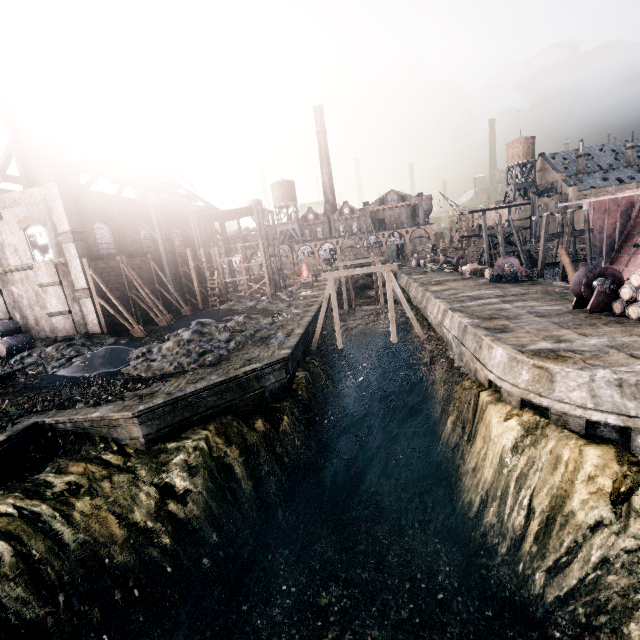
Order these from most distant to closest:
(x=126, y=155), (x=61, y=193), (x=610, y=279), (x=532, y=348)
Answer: (x=126, y=155), (x=61, y=193), (x=610, y=279), (x=532, y=348)

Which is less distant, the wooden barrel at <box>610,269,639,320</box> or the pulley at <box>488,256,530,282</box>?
the wooden barrel at <box>610,269,639,320</box>

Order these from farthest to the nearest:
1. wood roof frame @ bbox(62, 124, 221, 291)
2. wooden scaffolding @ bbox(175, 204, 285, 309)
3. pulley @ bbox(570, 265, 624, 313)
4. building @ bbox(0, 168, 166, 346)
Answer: wooden scaffolding @ bbox(175, 204, 285, 309) → wood roof frame @ bbox(62, 124, 221, 291) → building @ bbox(0, 168, 166, 346) → pulley @ bbox(570, 265, 624, 313)

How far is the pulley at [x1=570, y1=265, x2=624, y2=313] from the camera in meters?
18.4

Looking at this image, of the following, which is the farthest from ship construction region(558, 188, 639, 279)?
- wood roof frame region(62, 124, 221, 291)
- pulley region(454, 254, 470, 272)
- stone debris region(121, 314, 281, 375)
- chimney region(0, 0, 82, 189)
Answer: chimney region(0, 0, 82, 189)

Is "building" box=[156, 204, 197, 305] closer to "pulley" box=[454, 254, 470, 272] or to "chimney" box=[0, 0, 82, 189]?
"chimney" box=[0, 0, 82, 189]

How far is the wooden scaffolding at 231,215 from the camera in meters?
38.8 m

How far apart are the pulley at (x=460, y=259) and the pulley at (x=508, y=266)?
10.09m
